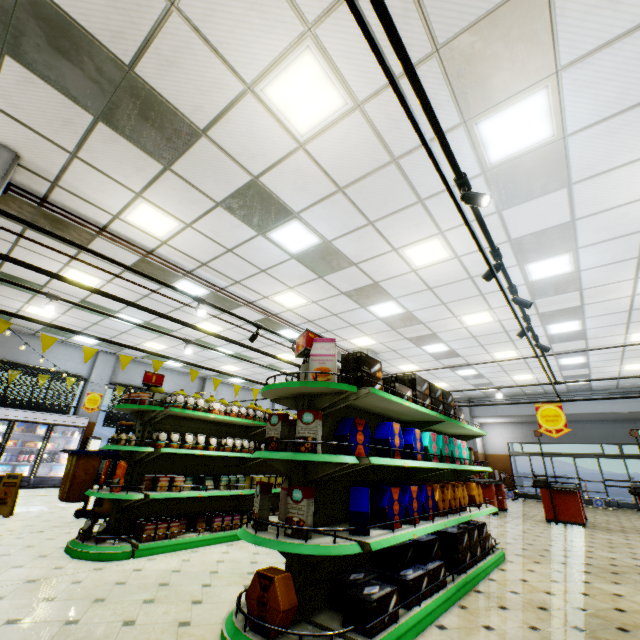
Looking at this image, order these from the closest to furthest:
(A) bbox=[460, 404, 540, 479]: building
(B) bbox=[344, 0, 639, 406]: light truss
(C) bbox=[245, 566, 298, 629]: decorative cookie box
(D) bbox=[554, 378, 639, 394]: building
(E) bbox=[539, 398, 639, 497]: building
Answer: (B) bbox=[344, 0, 639, 406]: light truss → (C) bbox=[245, 566, 298, 629]: decorative cookie box → (D) bbox=[554, 378, 639, 394]: building → (E) bbox=[539, 398, 639, 497]: building → (A) bbox=[460, 404, 540, 479]: building

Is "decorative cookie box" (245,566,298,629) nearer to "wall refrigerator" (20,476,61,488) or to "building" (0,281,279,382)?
"building" (0,281,279,382)

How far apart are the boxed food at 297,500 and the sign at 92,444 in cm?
1260

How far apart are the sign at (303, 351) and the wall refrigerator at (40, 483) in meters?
11.9

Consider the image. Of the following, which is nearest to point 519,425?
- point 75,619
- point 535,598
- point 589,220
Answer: point 589,220

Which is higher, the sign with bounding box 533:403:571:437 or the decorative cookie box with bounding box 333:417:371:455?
the sign with bounding box 533:403:571:437

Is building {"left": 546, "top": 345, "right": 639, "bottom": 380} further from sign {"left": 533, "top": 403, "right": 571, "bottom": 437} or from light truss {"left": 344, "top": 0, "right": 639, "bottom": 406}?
sign {"left": 533, "top": 403, "right": 571, "bottom": 437}

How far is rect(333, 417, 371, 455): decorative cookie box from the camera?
3.0m
